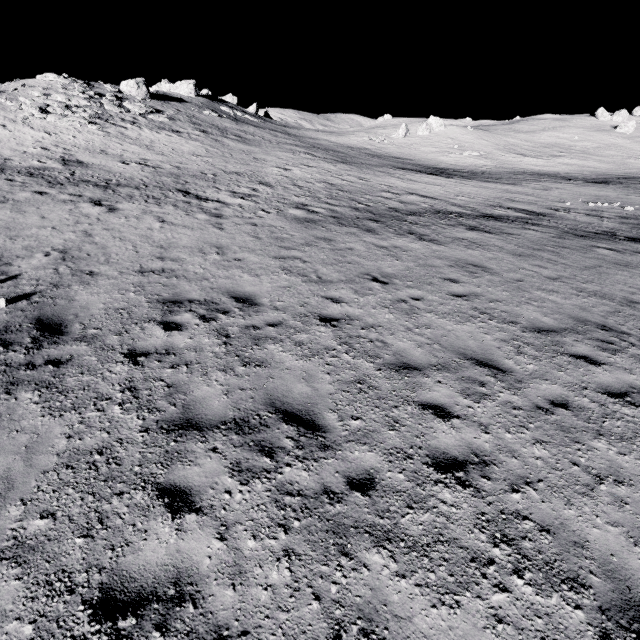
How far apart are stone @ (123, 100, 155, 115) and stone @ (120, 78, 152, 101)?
6.09m

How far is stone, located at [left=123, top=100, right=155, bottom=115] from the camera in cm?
3431

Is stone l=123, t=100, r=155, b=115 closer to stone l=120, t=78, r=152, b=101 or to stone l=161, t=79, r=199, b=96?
stone l=120, t=78, r=152, b=101

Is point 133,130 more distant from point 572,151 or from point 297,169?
point 572,151

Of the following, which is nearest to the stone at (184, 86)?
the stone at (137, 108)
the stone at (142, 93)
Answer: the stone at (142, 93)

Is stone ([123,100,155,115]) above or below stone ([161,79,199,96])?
below

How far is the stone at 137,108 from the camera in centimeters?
3431cm

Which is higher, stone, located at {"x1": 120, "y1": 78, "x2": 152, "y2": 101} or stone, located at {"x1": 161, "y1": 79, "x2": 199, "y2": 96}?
stone, located at {"x1": 161, "y1": 79, "x2": 199, "y2": 96}
